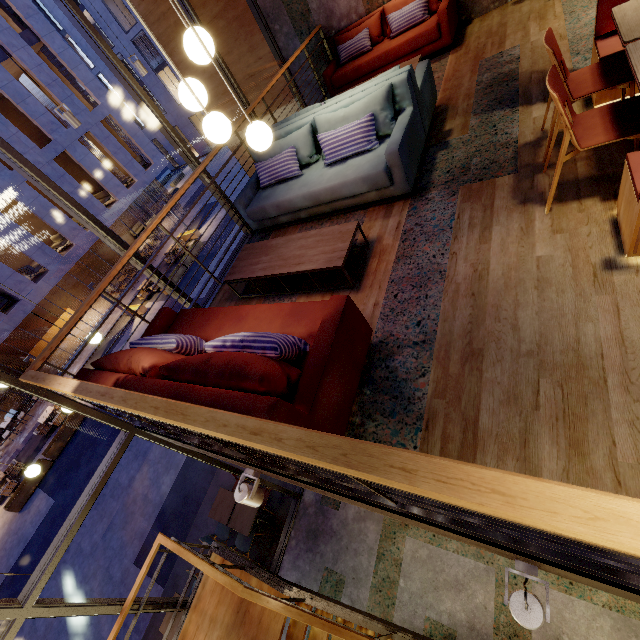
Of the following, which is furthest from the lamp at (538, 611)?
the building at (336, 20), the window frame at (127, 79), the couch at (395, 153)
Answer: the window frame at (127, 79)

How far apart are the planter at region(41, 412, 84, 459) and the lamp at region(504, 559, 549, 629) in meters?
18.0

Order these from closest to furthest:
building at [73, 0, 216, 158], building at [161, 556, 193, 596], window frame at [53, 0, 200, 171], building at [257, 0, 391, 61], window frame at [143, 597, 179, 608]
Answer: window frame at [53, 0, 200, 171] → window frame at [143, 597, 179, 608] → building at [257, 0, 391, 61] → building at [161, 556, 193, 596] → building at [73, 0, 216, 158]

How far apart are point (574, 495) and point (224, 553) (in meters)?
5.78

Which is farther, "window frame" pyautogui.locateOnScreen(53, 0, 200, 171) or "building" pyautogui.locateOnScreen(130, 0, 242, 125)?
"building" pyautogui.locateOnScreen(130, 0, 242, 125)

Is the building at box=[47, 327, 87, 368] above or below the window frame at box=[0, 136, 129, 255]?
below

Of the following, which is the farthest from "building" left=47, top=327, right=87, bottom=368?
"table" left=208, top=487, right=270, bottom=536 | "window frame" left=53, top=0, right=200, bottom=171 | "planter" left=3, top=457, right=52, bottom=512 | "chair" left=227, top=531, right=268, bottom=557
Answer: "window frame" left=53, top=0, right=200, bottom=171

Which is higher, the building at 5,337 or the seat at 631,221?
the seat at 631,221
